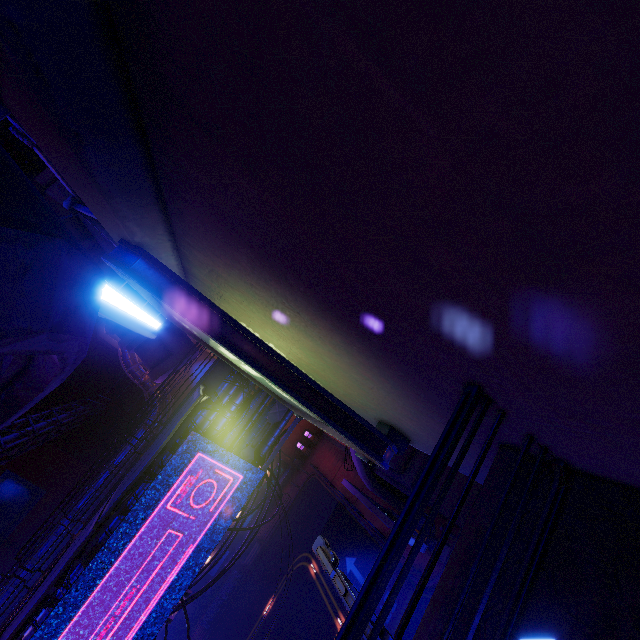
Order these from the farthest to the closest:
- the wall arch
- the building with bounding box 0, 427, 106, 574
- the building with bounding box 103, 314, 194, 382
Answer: the building with bounding box 0, 427, 106, 574
the building with bounding box 103, 314, 194, 382
the wall arch

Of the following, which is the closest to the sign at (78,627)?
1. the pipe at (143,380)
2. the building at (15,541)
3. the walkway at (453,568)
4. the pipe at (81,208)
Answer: the pipe at (81,208)

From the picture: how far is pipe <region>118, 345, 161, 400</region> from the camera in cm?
3531

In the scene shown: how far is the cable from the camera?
6.16m

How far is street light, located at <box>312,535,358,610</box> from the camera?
4.4m

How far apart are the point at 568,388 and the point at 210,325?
3.98m

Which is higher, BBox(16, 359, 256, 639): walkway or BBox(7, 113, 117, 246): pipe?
BBox(7, 113, 117, 246): pipe

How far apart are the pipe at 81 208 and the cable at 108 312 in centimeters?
101cm
